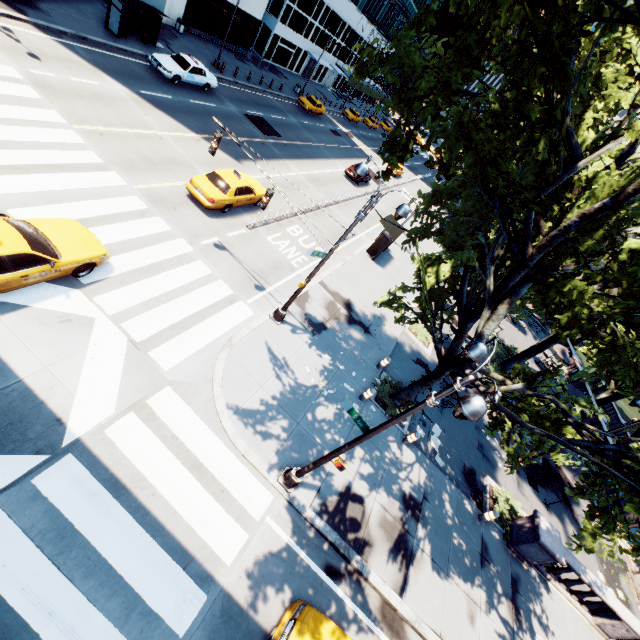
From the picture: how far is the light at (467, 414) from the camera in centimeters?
514cm

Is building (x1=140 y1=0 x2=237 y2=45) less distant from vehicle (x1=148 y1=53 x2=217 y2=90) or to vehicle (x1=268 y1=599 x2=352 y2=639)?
vehicle (x1=148 y1=53 x2=217 y2=90)

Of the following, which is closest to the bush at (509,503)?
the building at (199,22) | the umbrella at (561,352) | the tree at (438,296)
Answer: the tree at (438,296)

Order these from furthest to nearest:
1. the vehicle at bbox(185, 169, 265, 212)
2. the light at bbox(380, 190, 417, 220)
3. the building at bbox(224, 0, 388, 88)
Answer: the building at bbox(224, 0, 388, 88), the vehicle at bbox(185, 169, 265, 212), the light at bbox(380, 190, 417, 220)

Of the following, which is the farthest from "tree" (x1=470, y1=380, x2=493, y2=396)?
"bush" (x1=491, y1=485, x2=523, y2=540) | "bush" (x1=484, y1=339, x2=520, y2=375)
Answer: "bush" (x1=491, y1=485, x2=523, y2=540)

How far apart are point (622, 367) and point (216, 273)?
14.5m

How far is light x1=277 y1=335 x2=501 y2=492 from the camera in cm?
514

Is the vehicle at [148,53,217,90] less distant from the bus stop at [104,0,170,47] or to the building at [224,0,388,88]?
the bus stop at [104,0,170,47]
